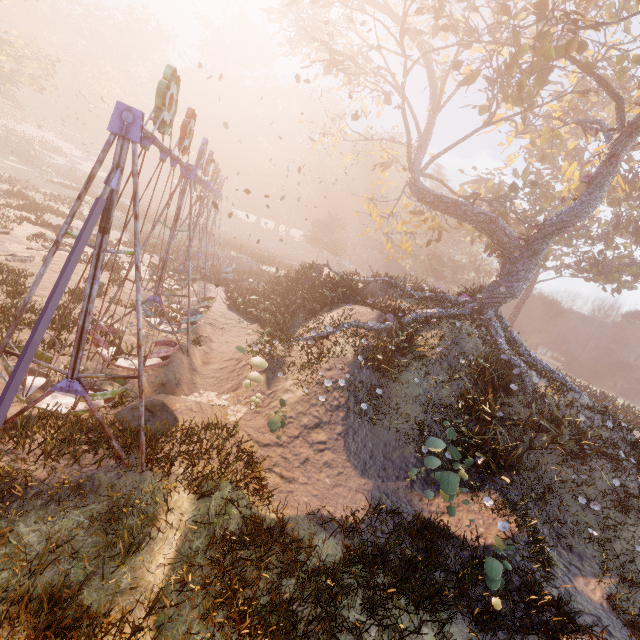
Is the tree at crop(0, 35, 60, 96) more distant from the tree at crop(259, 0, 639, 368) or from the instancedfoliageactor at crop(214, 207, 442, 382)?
the instancedfoliageactor at crop(214, 207, 442, 382)

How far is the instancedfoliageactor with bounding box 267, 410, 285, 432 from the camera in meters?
8.2 m

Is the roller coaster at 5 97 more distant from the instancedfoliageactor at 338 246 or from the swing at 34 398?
the instancedfoliageactor at 338 246

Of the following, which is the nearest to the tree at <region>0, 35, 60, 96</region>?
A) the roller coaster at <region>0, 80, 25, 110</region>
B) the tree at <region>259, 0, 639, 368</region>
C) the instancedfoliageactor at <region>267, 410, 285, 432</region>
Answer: the roller coaster at <region>0, 80, 25, 110</region>

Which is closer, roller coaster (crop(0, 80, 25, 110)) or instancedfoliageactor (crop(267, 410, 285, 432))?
instancedfoliageactor (crop(267, 410, 285, 432))

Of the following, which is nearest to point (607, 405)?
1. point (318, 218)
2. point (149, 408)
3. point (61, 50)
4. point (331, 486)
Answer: point (331, 486)

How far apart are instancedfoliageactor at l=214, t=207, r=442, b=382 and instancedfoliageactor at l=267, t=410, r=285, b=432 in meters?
16.3 m

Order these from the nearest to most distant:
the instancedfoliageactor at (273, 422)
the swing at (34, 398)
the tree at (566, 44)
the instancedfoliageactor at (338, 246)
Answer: the swing at (34, 398) → the instancedfoliageactor at (273, 422) → the instancedfoliageactor at (338, 246) → the tree at (566, 44)
